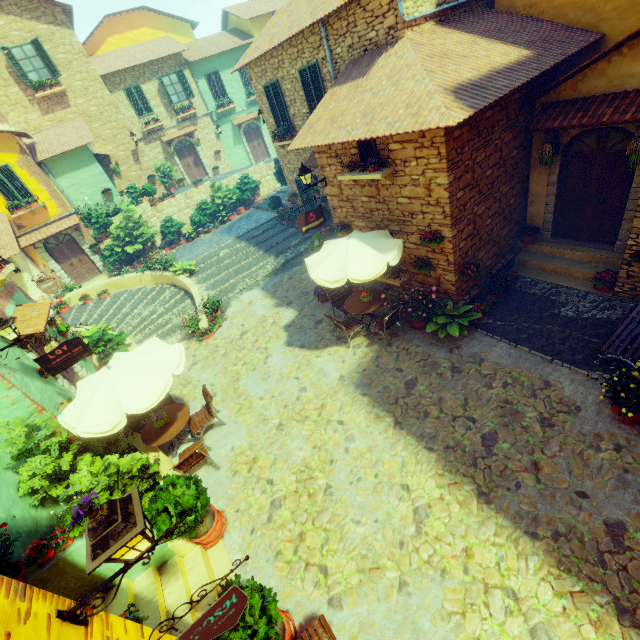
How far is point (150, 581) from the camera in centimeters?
542cm

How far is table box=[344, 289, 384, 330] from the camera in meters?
9.0 m

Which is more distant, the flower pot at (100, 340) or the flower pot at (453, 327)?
the flower pot at (100, 340)

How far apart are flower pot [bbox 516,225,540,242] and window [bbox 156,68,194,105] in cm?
2287

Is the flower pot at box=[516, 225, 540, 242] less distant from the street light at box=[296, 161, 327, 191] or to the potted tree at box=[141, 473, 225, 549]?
the street light at box=[296, 161, 327, 191]

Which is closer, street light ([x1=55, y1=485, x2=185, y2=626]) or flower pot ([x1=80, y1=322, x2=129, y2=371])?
street light ([x1=55, y1=485, x2=185, y2=626])

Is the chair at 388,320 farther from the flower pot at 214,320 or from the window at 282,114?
the flower pot at 214,320

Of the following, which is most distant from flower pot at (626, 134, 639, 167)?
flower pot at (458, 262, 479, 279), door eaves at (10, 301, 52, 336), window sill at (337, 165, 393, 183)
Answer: door eaves at (10, 301, 52, 336)
